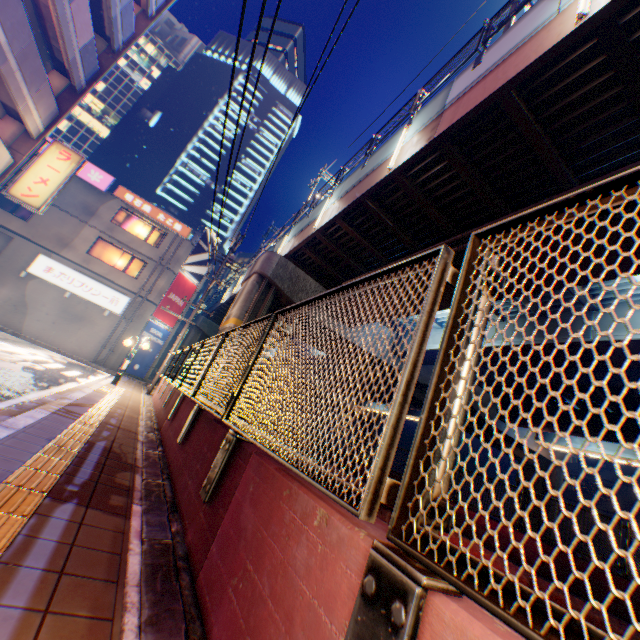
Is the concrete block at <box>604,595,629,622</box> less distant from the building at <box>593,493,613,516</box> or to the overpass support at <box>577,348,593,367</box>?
the overpass support at <box>577,348,593,367</box>

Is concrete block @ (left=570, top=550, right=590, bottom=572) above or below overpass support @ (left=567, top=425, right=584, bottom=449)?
below

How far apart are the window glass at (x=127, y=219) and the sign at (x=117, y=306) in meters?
4.6 m

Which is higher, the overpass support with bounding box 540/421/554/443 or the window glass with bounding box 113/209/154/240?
the window glass with bounding box 113/209/154/240

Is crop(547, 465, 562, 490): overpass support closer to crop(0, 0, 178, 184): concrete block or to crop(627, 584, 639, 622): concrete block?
crop(627, 584, 639, 622): concrete block

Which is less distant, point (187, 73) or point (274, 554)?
point (274, 554)

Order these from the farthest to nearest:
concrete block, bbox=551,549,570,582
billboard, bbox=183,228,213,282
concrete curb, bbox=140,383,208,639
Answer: billboard, bbox=183,228,213,282, concrete block, bbox=551,549,570,582, concrete curb, bbox=140,383,208,639

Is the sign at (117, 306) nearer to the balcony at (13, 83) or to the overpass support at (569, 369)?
the overpass support at (569, 369)
